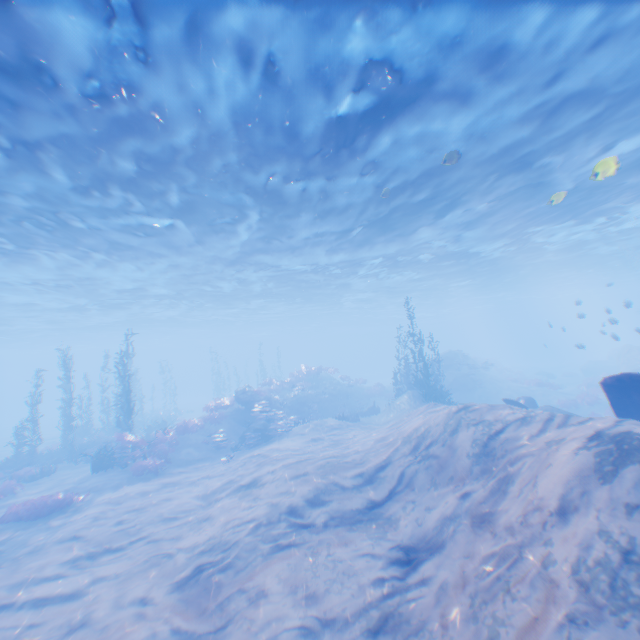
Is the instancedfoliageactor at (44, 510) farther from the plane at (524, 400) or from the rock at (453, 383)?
the rock at (453, 383)

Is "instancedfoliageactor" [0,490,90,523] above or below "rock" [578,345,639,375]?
below

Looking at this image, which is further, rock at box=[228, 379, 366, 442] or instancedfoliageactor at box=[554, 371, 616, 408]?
instancedfoliageactor at box=[554, 371, 616, 408]

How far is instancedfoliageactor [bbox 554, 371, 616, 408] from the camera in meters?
24.3 m

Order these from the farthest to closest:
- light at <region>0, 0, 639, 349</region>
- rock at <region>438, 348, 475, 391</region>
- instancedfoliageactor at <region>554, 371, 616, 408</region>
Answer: rock at <region>438, 348, 475, 391</region> → instancedfoliageactor at <region>554, 371, 616, 408</region> → light at <region>0, 0, 639, 349</region>

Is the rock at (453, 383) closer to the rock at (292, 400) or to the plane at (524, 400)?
the plane at (524, 400)

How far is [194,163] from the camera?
11.8m

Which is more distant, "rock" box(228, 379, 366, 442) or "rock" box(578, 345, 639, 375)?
"rock" box(578, 345, 639, 375)
